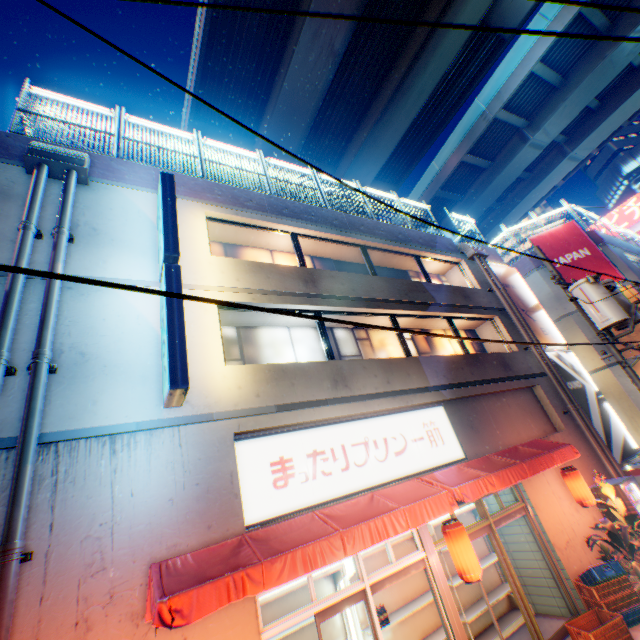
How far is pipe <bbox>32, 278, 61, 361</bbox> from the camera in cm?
495

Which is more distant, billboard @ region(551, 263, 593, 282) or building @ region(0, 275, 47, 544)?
billboard @ region(551, 263, 593, 282)

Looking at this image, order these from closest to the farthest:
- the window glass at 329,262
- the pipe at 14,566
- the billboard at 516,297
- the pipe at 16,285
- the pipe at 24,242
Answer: the pipe at 14,566 → the pipe at 16,285 → the pipe at 24,242 → the window glass at 329,262 → the billboard at 516,297

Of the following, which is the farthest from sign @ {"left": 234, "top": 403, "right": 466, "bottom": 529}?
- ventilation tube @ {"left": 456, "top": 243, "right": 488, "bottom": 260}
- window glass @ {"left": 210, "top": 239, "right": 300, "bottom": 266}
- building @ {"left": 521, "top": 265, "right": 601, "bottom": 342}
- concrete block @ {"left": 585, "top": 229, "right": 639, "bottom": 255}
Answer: concrete block @ {"left": 585, "top": 229, "right": 639, "bottom": 255}

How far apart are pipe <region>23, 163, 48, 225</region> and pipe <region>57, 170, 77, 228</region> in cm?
22

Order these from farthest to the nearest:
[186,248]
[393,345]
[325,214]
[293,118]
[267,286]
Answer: [293,118]
[325,214]
[393,345]
[267,286]
[186,248]

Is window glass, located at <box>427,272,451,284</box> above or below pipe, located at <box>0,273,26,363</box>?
above

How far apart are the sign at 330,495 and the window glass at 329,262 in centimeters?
436cm
